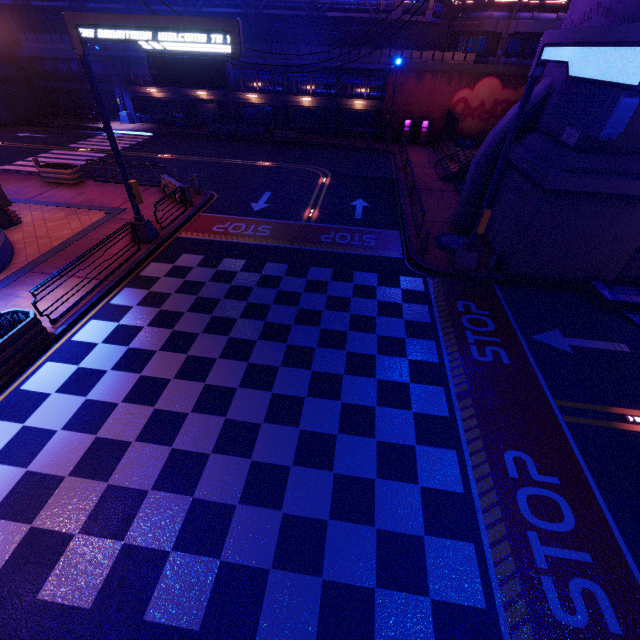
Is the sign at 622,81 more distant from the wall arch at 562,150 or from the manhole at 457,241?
the wall arch at 562,150

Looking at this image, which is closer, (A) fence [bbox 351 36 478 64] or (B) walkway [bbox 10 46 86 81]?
(A) fence [bbox 351 36 478 64]

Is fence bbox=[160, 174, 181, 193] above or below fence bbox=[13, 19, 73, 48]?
below

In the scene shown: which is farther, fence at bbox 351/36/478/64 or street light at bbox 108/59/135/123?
street light at bbox 108/59/135/123

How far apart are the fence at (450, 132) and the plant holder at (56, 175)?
25.7m

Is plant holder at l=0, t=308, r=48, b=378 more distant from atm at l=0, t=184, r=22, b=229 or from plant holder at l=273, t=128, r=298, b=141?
plant holder at l=273, t=128, r=298, b=141

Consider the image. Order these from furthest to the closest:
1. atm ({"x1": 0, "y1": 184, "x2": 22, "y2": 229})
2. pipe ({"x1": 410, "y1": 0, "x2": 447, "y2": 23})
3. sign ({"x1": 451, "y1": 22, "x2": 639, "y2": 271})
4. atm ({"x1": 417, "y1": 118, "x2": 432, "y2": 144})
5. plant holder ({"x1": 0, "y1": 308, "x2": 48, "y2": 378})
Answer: atm ({"x1": 417, "y1": 118, "x2": 432, "y2": 144}), pipe ({"x1": 410, "y1": 0, "x2": 447, "y2": 23}), atm ({"x1": 0, "y1": 184, "x2": 22, "y2": 229}), plant holder ({"x1": 0, "y1": 308, "x2": 48, "y2": 378}), sign ({"x1": 451, "y1": 22, "x2": 639, "y2": 271})

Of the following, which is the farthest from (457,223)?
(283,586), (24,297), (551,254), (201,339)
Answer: (24,297)
